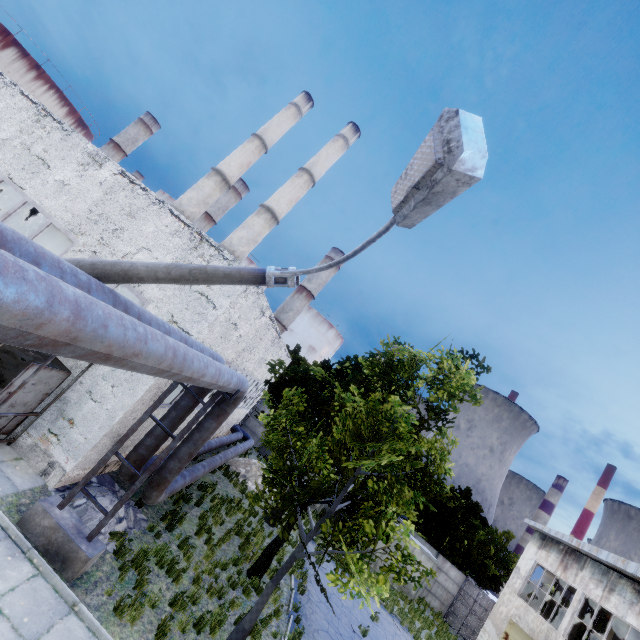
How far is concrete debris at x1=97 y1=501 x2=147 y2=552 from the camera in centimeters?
825cm

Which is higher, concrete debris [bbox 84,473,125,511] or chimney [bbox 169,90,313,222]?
chimney [bbox 169,90,313,222]

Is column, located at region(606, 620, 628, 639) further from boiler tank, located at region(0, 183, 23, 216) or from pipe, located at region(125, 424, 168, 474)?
boiler tank, located at region(0, 183, 23, 216)

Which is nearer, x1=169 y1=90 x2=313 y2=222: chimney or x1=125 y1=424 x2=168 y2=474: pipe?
x1=125 y1=424 x2=168 y2=474: pipe

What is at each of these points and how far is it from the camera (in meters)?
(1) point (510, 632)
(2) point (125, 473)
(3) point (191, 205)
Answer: (1) door, 18.06
(2) pipe, 9.14
(3) chimney, 32.81

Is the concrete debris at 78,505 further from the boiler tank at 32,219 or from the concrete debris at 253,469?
the boiler tank at 32,219

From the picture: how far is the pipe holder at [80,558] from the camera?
6.8 meters

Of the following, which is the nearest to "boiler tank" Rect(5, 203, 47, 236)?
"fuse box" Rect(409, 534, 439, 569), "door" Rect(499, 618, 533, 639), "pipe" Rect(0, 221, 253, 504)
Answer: "pipe" Rect(0, 221, 253, 504)
